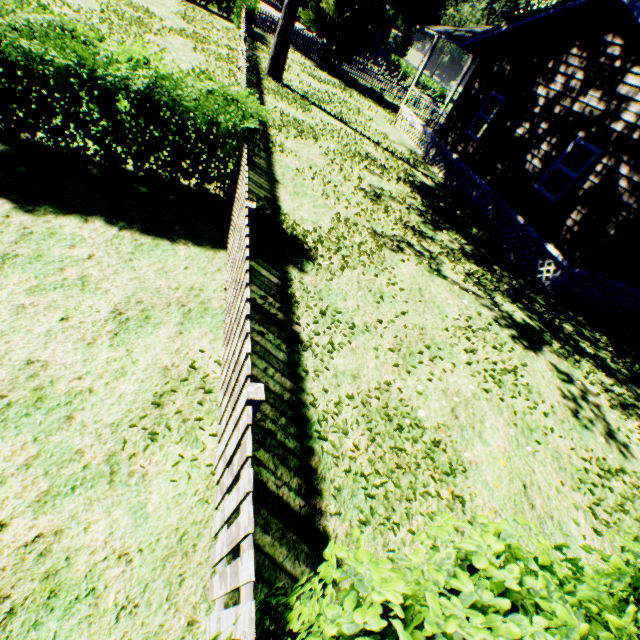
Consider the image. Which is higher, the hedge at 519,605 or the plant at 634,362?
the hedge at 519,605

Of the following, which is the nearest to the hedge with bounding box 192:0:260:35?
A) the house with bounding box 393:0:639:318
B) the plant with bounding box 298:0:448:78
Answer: the plant with bounding box 298:0:448:78

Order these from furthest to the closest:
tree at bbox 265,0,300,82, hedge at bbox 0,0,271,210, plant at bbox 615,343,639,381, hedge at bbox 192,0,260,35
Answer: hedge at bbox 192,0,260,35
tree at bbox 265,0,300,82
plant at bbox 615,343,639,381
hedge at bbox 0,0,271,210

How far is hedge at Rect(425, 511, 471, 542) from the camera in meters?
1.4 m

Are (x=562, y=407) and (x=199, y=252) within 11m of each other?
yes

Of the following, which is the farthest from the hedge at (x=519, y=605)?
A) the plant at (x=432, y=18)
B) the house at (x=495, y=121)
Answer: the plant at (x=432, y=18)

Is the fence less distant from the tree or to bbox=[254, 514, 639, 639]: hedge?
Answer: bbox=[254, 514, 639, 639]: hedge

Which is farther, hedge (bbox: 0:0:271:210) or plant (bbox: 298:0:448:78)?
plant (bbox: 298:0:448:78)
